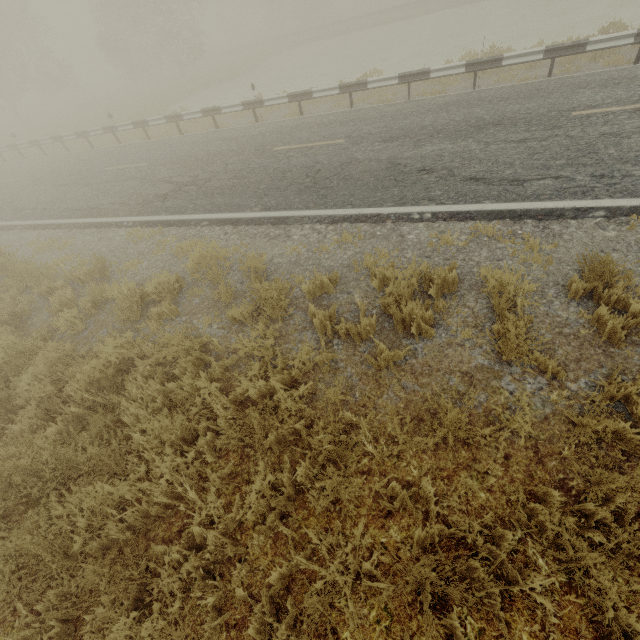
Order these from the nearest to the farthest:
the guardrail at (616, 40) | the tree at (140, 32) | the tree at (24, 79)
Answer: the guardrail at (616, 40) < the tree at (140, 32) < the tree at (24, 79)

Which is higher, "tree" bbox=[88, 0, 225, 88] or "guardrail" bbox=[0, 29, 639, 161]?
"tree" bbox=[88, 0, 225, 88]

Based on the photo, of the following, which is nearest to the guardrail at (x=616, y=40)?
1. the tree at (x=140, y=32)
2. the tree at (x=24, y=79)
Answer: the tree at (x=24, y=79)

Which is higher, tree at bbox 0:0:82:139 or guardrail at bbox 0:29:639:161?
tree at bbox 0:0:82:139

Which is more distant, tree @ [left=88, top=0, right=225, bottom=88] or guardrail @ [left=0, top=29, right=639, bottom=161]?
tree @ [left=88, top=0, right=225, bottom=88]

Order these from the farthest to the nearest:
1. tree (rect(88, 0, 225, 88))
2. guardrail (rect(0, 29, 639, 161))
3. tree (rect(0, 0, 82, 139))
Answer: tree (rect(0, 0, 82, 139))
tree (rect(88, 0, 225, 88))
guardrail (rect(0, 29, 639, 161))

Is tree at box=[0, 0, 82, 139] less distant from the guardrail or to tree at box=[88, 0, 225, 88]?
the guardrail

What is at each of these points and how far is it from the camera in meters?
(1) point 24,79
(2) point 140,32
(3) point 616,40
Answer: (1) tree, 27.7
(2) tree, 24.7
(3) guardrail, 8.4
